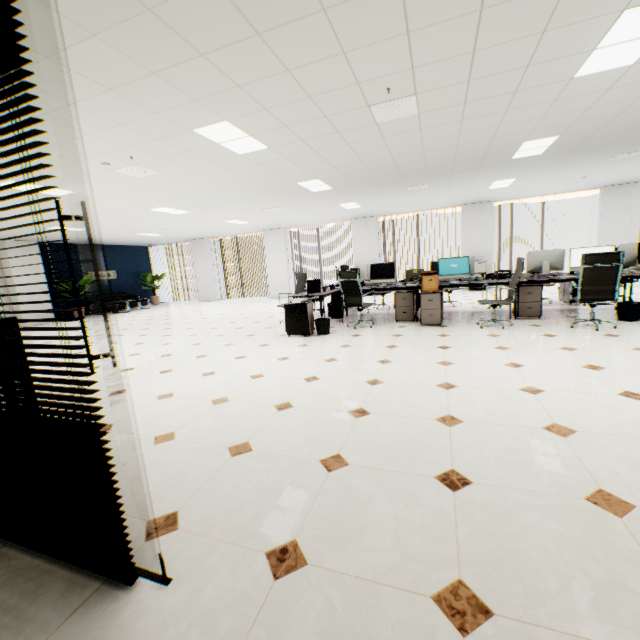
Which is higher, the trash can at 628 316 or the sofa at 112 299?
the sofa at 112 299

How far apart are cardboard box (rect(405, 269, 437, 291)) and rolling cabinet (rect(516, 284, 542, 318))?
1.42m

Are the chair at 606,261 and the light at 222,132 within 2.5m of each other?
no

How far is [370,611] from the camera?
1.2 meters

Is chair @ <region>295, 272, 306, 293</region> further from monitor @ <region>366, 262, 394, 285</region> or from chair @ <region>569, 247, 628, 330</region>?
chair @ <region>569, 247, 628, 330</region>

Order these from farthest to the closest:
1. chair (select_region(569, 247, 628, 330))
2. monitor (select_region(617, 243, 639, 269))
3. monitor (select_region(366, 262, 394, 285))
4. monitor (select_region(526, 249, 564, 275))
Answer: monitor (select_region(366, 262, 394, 285))
monitor (select_region(526, 249, 564, 275))
monitor (select_region(617, 243, 639, 269))
chair (select_region(569, 247, 628, 330))

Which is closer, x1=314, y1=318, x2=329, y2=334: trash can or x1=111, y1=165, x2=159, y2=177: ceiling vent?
x1=111, y1=165, x2=159, y2=177: ceiling vent

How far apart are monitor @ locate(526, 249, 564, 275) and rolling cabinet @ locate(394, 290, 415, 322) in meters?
2.3 m
